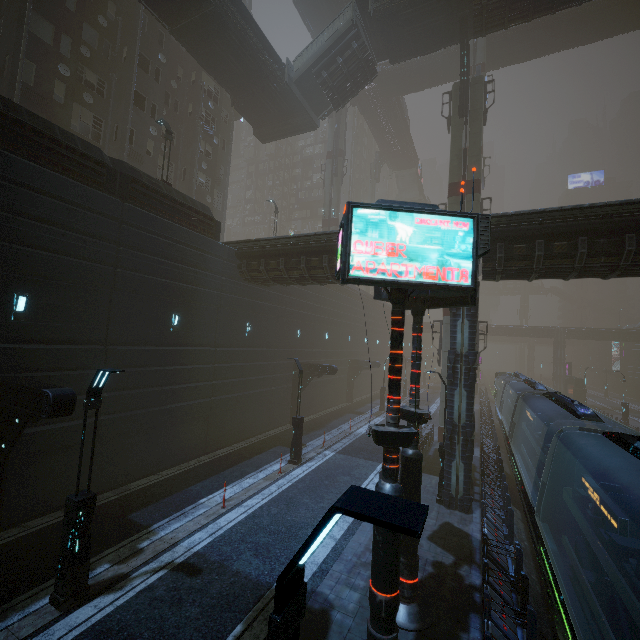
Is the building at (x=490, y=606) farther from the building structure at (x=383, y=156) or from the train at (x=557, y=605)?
the building structure at (x=383, y=156)

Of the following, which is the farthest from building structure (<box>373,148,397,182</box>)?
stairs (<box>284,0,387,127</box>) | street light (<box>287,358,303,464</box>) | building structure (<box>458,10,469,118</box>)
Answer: street light (<box>287,358,303,464</box>)

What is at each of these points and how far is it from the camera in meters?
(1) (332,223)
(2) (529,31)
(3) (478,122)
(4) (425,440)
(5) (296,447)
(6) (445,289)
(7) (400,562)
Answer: (1) sm, 40.1
(2) bridge, 34.2
(3) sm, 23.6
(4) building, 19.8
(5) street light, 17.2
(6) sign, 6.1
(7) sign, 8.2

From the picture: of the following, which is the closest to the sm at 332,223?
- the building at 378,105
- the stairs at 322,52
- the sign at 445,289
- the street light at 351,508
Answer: the building at 378,105

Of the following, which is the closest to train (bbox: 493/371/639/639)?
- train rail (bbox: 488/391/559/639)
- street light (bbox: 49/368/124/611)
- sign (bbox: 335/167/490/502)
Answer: train rail (bbox: 488/391/559/639)

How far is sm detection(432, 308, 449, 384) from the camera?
23.1 meters

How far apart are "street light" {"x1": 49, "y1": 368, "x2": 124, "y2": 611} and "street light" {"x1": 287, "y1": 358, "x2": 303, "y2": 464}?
10.08m

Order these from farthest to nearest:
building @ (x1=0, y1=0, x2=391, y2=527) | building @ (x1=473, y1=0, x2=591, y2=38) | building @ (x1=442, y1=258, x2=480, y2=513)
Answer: building @ (x1=473, y1=0, x2=591, y2=38)
building @ (x1=442, y1=258, x2=480, y2=513)
building @ (x1=0, y1=0, x2=391, y2=527)
